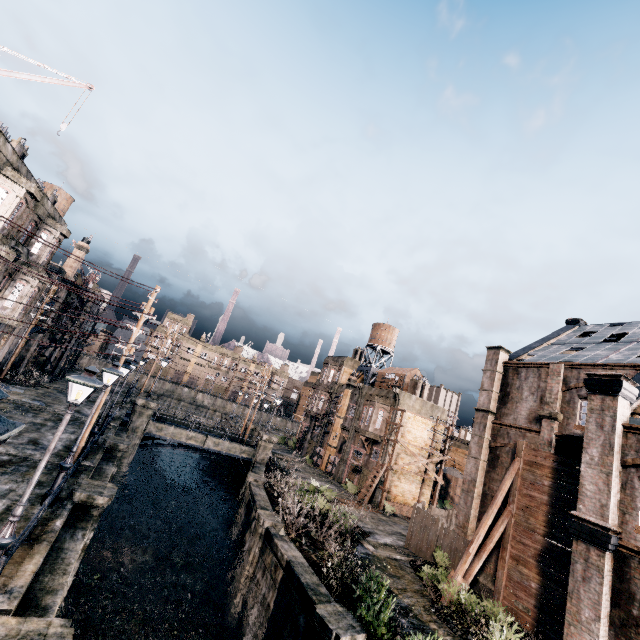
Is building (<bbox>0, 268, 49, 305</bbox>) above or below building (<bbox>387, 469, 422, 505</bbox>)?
above

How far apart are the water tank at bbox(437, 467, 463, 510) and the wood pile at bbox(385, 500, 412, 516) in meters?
15.5 m

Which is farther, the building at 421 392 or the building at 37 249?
the building at 421 392

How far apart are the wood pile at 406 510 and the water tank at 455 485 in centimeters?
1553cm

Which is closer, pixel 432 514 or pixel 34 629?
pixel 34 629

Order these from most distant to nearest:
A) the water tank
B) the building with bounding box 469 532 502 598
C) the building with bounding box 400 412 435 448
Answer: the water tank → the building with bounding box 400 412 435 448 → the building with bounding box 469 532 502 598

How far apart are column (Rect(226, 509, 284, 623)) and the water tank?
35.78m

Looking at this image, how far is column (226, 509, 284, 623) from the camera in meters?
17.5
